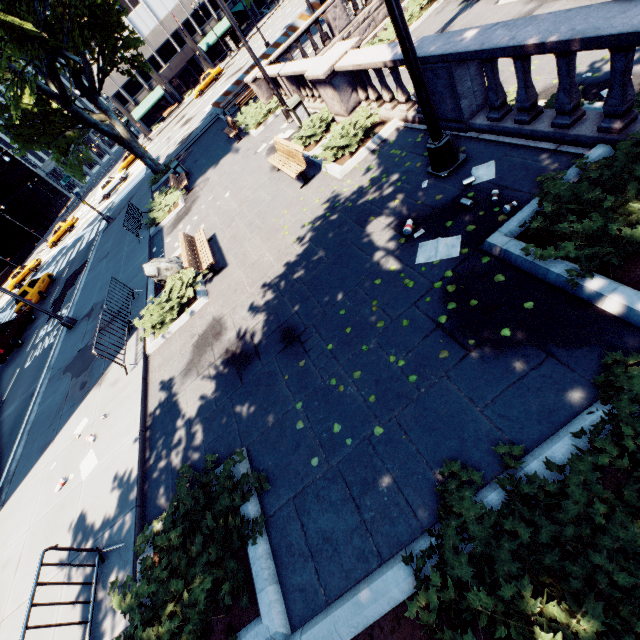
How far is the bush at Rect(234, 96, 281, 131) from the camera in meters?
16.2 m

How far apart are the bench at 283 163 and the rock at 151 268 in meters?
4.7

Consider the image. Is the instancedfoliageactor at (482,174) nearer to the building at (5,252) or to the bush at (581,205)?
the bush at (581,205)

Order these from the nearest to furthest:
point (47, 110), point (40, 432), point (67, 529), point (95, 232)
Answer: point (67, 529)
point (40, 432)
point (47, 110)
point (95, 232)

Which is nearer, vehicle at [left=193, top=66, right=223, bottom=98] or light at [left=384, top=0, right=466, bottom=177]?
light at [left=384, top=0, right=466, bottom=177]

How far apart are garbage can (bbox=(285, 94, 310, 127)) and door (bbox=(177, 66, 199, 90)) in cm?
5879

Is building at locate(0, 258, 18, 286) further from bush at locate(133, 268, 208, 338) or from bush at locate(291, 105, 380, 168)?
bush at locate(291, 105, 380, 168)

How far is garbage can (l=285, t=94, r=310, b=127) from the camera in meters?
12.0
